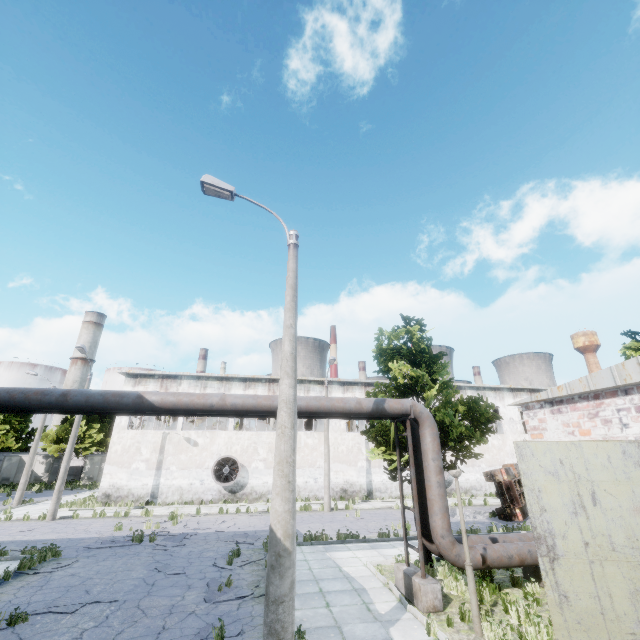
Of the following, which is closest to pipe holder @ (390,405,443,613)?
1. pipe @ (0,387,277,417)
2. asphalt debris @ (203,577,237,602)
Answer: pipe @ (0,387,277,417)

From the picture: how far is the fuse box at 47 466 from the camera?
38.5m

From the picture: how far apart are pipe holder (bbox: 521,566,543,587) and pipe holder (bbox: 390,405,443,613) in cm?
372

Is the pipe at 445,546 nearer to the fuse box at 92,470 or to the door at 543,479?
the door at 543,479

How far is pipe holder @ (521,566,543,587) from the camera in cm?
974

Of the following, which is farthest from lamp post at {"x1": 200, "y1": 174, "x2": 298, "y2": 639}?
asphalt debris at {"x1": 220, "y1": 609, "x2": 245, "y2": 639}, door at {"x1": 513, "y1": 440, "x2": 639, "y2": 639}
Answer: door at {"x1": 513, "y1": 440, "x2": 639, "y2": 639}

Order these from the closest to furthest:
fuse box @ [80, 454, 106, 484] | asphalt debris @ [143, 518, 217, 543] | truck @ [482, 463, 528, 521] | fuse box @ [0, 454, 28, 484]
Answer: asphalt debris @ [143, 518, 217, 543] < truck @ [482, 463, 528, 521] < fuse box @ [0, 454, 28, 484] < fuse box @ [80, 454, 106, 484]

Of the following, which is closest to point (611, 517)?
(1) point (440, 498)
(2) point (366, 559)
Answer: (1) point (440, 498)
